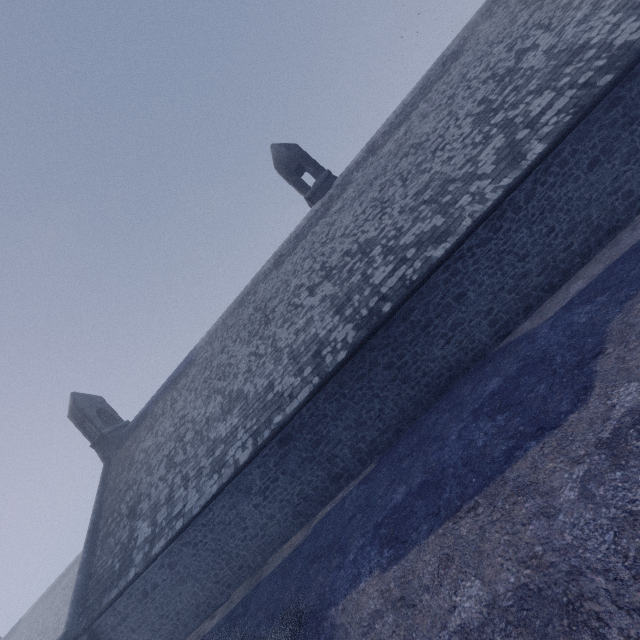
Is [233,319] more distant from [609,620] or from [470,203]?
[609,620]
